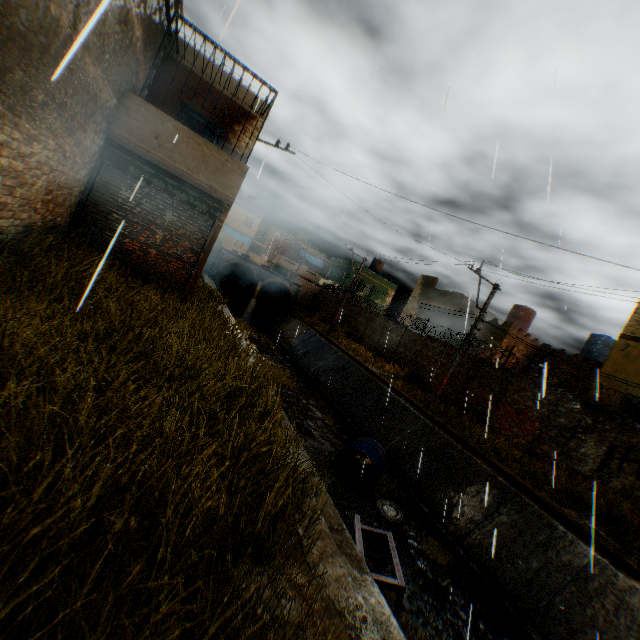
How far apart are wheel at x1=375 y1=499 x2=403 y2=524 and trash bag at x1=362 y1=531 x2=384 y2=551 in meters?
1.0

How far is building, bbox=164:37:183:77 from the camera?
10.5m

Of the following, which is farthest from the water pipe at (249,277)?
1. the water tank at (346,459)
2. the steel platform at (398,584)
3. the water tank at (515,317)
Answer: the steel platform at (398,584)

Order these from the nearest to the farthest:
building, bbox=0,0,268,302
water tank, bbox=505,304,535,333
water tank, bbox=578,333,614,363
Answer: building, bbox=0,0,268,302, water tank, bbox=578,333,614,363, water tank, bbox=505,304,535,333

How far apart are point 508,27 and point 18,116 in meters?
10.0

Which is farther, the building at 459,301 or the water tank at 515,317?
the building at 459,301

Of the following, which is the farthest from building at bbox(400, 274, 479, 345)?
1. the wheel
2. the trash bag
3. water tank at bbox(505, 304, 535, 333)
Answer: the trash bag

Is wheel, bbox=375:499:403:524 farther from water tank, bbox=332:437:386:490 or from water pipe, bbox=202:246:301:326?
water pipe, bbox=202:246:301:326
